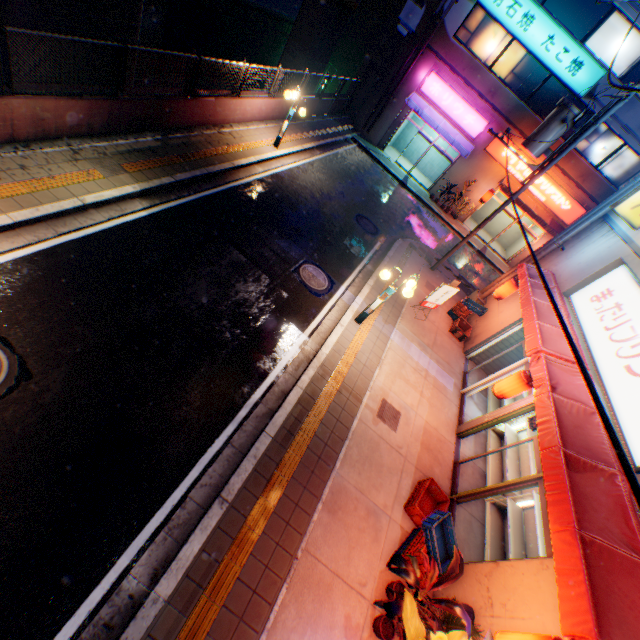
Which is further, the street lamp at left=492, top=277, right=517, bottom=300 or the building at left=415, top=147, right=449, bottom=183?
the building at left=415, top=147, right=449, bottom=183

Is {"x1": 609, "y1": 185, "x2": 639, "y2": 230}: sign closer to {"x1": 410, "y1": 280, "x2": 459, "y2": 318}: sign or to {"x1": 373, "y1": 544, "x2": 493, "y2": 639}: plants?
{"x1": 410, "y1": 280, "x2": 459, "y2": 318}: sign

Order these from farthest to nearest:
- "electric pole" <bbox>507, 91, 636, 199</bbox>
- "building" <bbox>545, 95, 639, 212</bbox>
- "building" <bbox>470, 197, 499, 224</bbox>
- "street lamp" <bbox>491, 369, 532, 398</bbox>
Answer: "building" <bbox>470, 197, 499, 224</bbox> → "building" <bbox>545, 95, 639, 212</bbox> → "electric pole" <bbox>507, 91, 636, 199</bbox> → "street lamp" <bbox>491, 369, 532, 398</bbox>

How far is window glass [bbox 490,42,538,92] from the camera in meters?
17.4 m

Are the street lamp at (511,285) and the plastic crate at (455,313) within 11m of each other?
yes

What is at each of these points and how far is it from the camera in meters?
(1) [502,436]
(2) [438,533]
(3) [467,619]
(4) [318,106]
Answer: (1) metal shelf, 10.3
(2) plastic crate, 6.2
(3) plants, 4.6
(4) concrete block, 18.5

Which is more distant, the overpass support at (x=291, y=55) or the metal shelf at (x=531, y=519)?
the overpass support at (x=291, y=55)

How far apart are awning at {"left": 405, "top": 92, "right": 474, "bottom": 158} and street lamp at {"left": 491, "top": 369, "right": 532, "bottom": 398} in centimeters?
1701cm
